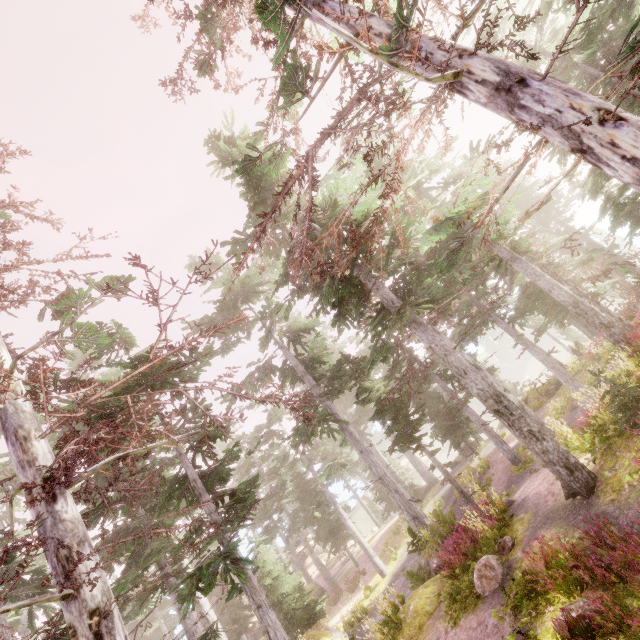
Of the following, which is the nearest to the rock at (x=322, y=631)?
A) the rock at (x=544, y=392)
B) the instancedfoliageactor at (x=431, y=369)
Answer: the instancedfoliageactor at (x=431, y=369)

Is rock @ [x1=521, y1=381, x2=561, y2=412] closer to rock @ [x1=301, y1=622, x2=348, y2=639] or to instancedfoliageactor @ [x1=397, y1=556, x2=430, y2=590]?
instancedfoliageactor @ [x1=397, y1=556, x2=430, y2=590]

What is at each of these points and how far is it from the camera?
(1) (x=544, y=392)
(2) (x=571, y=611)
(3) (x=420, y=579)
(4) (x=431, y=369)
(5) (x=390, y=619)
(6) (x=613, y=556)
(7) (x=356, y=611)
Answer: (1) rock, 25.5m
(2) instancedfoliageactor, 5.9m
(3) instancedfoliageactor, 13.2m
(4) instancedfoliageactor, 19.5m
(5) instancedfoliageactor, 10.9m
(6) instancedfoliageactor, 5.9m
(7) instancedfoliageactor, 20.0m

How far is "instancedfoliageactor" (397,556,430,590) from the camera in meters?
13.2

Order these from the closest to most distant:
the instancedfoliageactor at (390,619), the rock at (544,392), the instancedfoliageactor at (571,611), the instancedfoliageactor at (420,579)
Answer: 1. the instancedfoliageactor at (571,611)
2. the instancedfoliageactor at (390,619)
3. the instancedfoliageactor at (420,579)
4. the rock at (544,392)

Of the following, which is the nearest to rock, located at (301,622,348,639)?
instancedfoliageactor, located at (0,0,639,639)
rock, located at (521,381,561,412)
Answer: instancedfoliageactor, located at (0,0,639,639)

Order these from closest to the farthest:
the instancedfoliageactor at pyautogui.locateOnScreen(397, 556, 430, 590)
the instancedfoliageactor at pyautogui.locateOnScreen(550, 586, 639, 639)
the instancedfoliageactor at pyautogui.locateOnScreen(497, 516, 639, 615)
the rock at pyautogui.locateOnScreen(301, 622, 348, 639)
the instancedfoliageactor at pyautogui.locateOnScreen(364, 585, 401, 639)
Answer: the instancedfoliageactor at pyautogui.locateOnScreen(550, 586, 639, 639), the instancedfoliageactor at pyautogui.locateOnScreen(497, 516, 639, 615), the instancedfoliageactor at pyautogui.locateOnScreen(364, 585, 401, 639), the instancedfoliageactor at pyautogui.locateOnScreen(397, 556, 430, 590), the rock at pyautogui.locateOnScreen(301, 622, 348, 639)
